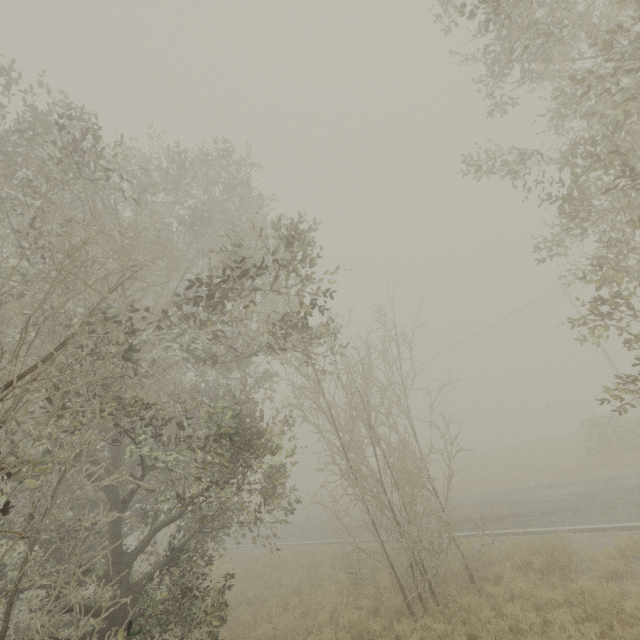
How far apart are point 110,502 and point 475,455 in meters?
39.6
